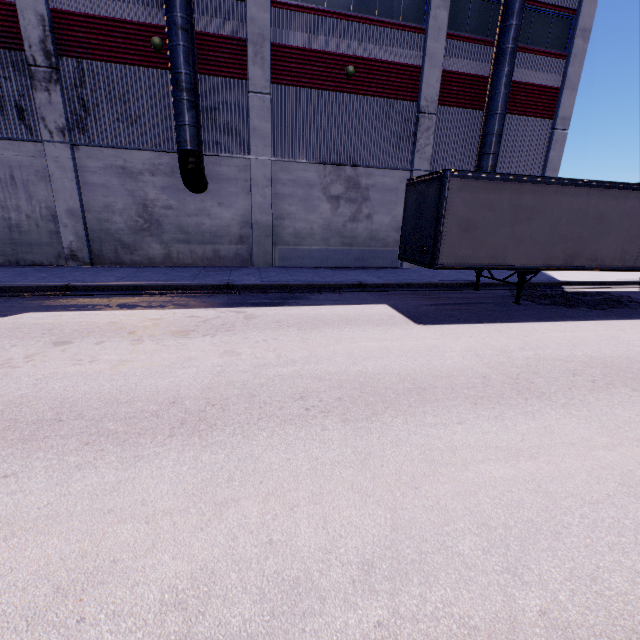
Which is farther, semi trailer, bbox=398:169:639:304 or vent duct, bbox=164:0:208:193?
vent duct, bbox=164:0:208:193

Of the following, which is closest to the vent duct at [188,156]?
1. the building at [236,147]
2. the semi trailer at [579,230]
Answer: the building at [236,147]

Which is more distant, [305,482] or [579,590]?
[305,482]

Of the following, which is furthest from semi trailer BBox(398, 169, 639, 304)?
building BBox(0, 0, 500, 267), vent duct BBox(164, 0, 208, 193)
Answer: vent duct BBox(164, 0, 208, 193)

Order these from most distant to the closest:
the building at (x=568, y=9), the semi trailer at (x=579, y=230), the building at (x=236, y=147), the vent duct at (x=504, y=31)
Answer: the building at (x=568, y=9) → the vent duct at (x=504, y=31) → the building at (x=236, y=147) → the semi trailer at (x=579, y=230)

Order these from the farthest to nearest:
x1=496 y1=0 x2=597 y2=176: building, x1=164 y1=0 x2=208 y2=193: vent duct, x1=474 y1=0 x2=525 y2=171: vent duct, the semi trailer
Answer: x1=496 y1=0 x2=597 y2=176: building < x1=474 y1=0 x2=525 y2=171: vent duct < x1=164 y1=0 x2=208 y2=193: vent duct < the semi trailer

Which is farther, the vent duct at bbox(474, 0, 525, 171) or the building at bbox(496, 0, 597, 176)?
the building at bbox(496, 0, 597, 176)

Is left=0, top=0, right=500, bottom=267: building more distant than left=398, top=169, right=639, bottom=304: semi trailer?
Yes
